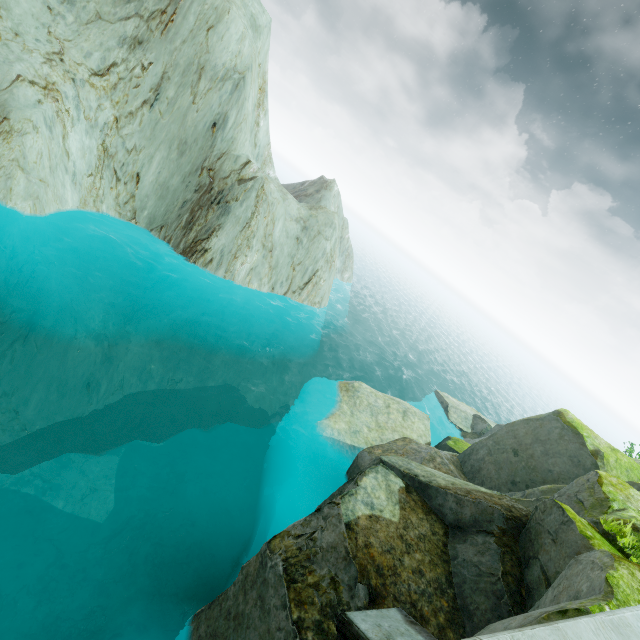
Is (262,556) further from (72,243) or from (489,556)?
(72,243)
